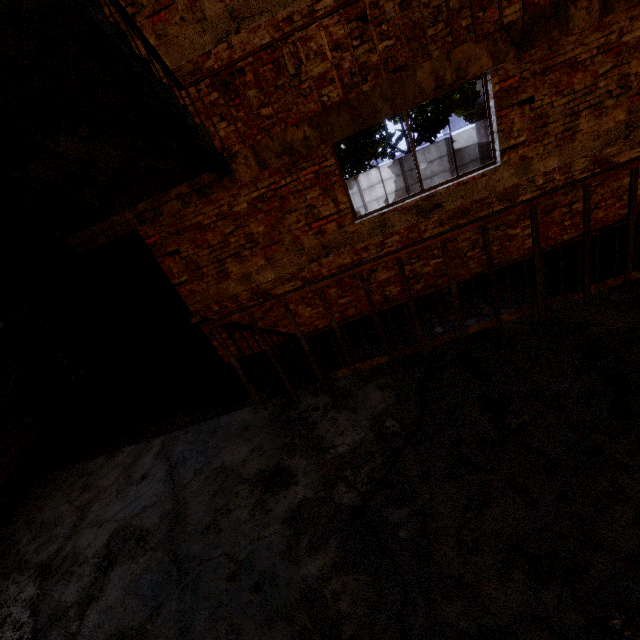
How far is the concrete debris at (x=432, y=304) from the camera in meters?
5.6

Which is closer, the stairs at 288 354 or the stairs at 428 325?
the stairs at 288 354

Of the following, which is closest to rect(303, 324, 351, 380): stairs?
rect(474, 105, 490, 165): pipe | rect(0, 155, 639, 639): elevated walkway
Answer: rect(0, 155, 639, 639): elevated walkway

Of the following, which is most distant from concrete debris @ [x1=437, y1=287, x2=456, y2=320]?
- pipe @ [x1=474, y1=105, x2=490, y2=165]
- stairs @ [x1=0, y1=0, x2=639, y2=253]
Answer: pipe @ [x1=474, y1=105, x2=490, y2=165]

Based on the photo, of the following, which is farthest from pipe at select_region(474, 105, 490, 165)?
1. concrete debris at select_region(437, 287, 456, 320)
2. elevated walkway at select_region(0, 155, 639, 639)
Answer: A: concrete debris at select_region(437, 287, 456, 320)

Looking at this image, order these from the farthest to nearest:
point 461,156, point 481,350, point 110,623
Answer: point 461,156 < point 481,350 < point 110,623

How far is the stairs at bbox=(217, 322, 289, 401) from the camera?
2.6m
